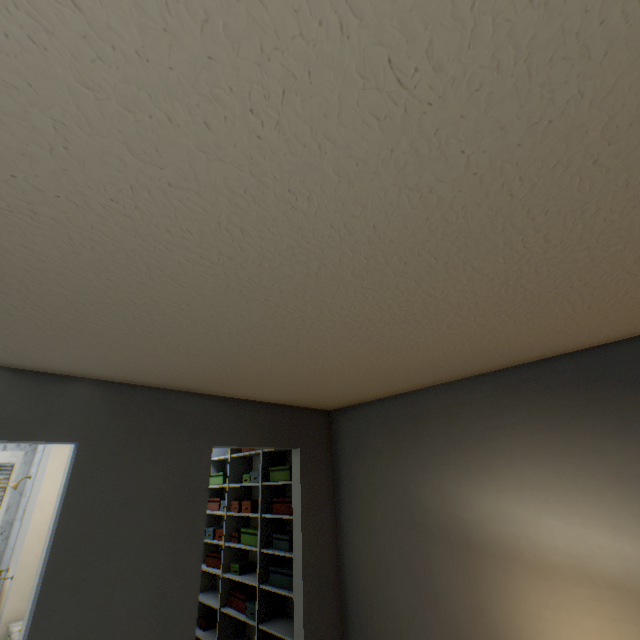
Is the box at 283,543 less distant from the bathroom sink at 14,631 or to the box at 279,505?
the box at 279,505

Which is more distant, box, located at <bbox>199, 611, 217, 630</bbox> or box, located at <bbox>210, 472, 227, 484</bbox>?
box, located at <bbox>210, 472, 227, 484</bbox>

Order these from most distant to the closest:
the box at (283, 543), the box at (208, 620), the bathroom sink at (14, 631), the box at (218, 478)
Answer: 1. the box at (218, 478)
2. the box at (208, 620)
3. the box at (283, 543)
4. the bathroom sink at (14, 631)

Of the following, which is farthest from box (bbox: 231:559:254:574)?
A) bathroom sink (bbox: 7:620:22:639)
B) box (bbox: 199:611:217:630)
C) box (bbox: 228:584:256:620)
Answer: bathroom sink (bbox: 7:620:22:639)

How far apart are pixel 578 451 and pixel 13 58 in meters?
2.8 m

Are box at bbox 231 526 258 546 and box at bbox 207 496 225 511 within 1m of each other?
yes

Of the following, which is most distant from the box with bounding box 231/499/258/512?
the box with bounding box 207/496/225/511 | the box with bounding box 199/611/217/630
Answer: the box with bounding box 199/611/217/630

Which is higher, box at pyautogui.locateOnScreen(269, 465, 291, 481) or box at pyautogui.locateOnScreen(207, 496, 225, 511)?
box at pyautogui.locateOnScreen(269, 465, 291, 481)
